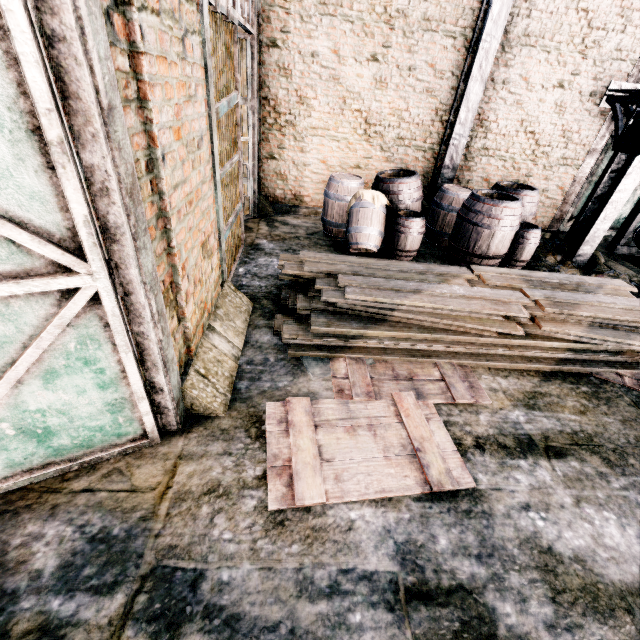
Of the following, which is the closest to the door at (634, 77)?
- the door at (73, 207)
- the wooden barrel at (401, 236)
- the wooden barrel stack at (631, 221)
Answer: the wooden barrel stack at (631, 221)

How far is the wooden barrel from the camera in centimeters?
631cm

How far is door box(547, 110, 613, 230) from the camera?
8.3m

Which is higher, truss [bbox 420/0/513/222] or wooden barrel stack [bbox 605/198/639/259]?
truss [bbox 420/0/513/222]

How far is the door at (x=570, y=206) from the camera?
8.3m

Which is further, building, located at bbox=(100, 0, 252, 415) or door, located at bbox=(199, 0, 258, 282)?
door, located at bbox=(199, 0, 258, 282)

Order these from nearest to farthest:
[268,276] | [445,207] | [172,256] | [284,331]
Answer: [172,256], [284,331], [268,276], [445,207]

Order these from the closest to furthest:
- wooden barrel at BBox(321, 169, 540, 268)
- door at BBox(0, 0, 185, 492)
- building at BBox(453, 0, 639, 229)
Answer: door at BBox(0, 0, 185, 492) < wooden barrel at BBox(321, 169, 540, 268) < building at BBox(453, 0, 639, 229)
